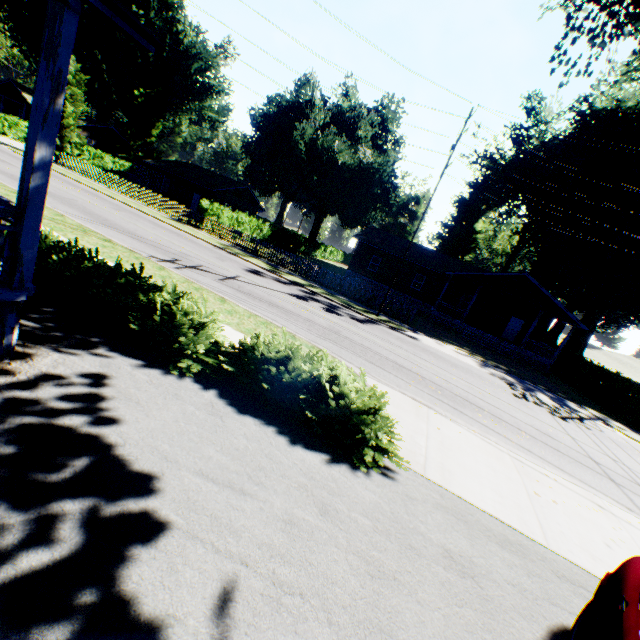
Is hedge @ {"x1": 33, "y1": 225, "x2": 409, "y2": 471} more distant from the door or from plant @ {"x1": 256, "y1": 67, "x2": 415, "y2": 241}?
the door

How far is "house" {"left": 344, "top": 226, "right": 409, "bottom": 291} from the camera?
33.9 meters

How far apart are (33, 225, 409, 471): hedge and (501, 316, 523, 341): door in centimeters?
3203cm

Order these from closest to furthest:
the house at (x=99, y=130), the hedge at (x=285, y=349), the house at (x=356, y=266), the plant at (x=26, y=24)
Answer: the hedge at (x=285, y=349) → the house at (x=356, y=266) → the plant at (x=26, y=24) → the house at (x=99, y=130)

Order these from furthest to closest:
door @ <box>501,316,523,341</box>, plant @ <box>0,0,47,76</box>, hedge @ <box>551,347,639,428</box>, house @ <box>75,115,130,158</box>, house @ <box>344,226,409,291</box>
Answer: house @ <box>75,115,130,158</box> → plant @ <box>0,0,47,76</box> → house @ <box>344,226,409,291</box> → door @ <box>501,316,523,341</box> → hedge @ <box>551,347,639,428</box>

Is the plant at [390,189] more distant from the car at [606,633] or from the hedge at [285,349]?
the car at [606,633]

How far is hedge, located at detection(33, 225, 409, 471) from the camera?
5.49m

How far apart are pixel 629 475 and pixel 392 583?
11.26m
